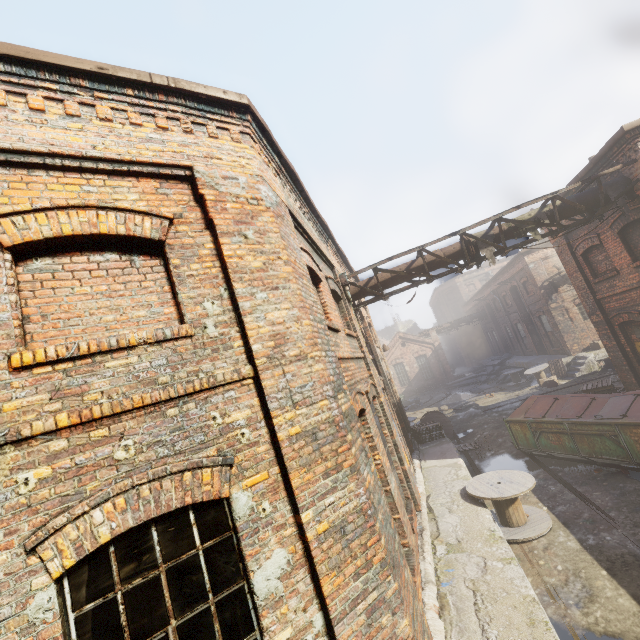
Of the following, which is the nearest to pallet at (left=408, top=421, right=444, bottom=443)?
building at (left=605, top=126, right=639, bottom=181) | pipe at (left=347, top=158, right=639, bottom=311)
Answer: pipe at (left=347, top=158, right=639, bottom=311)

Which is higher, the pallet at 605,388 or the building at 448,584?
the pallet at 605,388

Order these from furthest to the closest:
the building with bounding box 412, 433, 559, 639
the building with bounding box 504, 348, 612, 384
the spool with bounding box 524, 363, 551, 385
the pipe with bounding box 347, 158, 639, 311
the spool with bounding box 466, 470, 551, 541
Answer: the spool with bounding box 524, 363, 551, 385 < the building with bounding box 504, 348, 612, 384 < the pipe with bounding box 347, 158, 639, 311 < the spool with bounding box 466, 470, 551, 541 < the building with bounding box 412, 433, 559, 639

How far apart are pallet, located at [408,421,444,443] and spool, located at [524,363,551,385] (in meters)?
10.92

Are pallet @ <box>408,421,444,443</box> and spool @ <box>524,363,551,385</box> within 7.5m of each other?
no

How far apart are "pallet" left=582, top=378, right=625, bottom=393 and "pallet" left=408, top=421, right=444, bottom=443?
5.16m

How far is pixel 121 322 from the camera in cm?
319

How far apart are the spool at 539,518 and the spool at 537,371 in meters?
15.5 m
